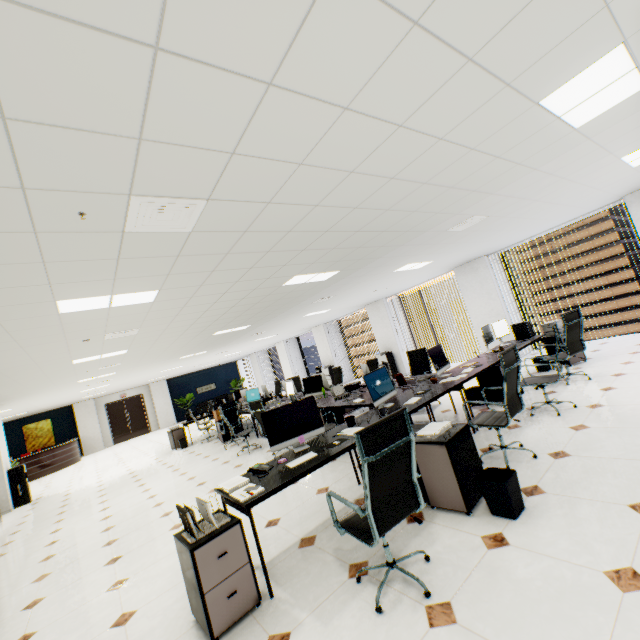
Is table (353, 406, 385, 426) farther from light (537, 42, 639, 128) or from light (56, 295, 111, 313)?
light (537, 42, 639, 128)

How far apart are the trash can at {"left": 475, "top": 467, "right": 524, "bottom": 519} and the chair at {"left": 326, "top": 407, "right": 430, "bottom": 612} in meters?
0.8 m

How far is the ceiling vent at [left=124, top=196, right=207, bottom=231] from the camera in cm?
214

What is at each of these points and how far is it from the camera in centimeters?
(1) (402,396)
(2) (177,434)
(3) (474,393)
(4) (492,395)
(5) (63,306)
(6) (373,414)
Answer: (1) table, 473cm
(2) rolling cabinet, 1082cm
(3) trash can, 568cm
(4) rolling cabinet, 550cm
(5) light, 349cm
(6) table, 417cm

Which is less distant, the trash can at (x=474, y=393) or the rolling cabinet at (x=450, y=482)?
the rolling cabinet at (x=450, y=482)

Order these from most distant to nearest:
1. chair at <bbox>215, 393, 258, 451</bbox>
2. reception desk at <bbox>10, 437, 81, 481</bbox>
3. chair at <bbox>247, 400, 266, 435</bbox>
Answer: reception desk at <bbox>10, 437, 81, 481</bbox>
chair at <bbox>215, 393, 258, 451</bbox>
chair at <bbox>247, 400, 266, 435</bbox>

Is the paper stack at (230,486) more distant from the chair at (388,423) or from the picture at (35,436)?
the picture at (35,436)

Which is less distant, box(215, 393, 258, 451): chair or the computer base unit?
the computer base unit
